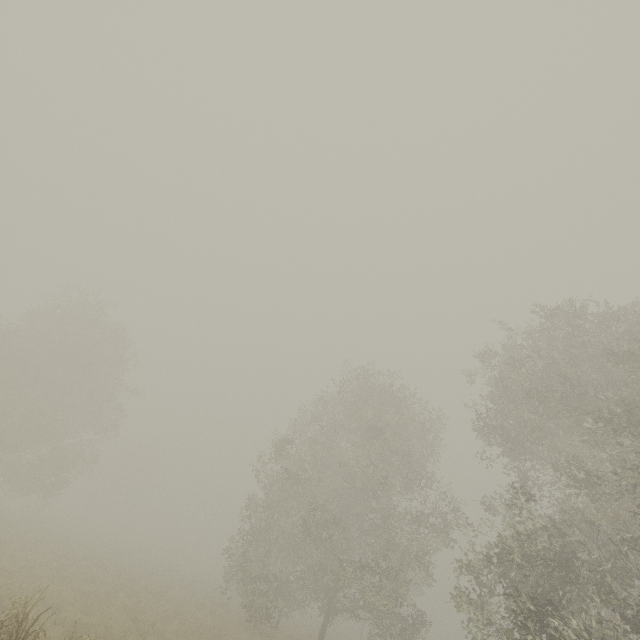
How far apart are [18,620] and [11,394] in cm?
2503

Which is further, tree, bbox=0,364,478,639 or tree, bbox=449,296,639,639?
tree, bbox=0,364,478,639

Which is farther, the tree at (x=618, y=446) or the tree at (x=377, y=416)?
the tree at (x=377, y=416)
